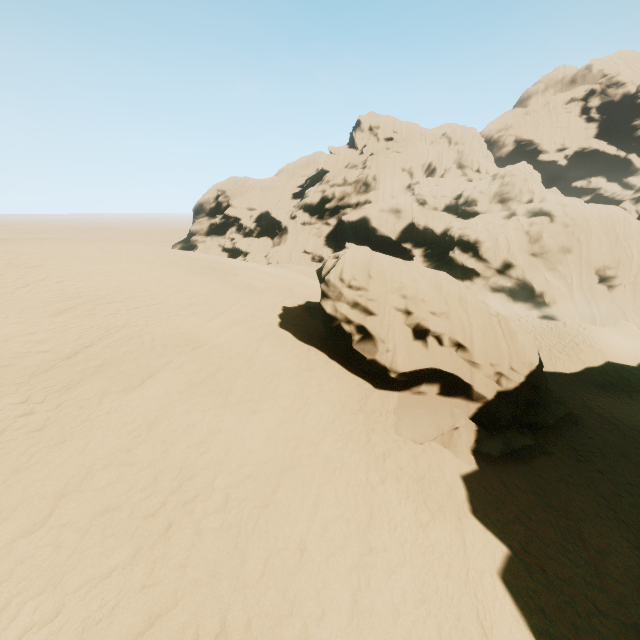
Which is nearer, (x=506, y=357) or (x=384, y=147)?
(x=506, y=357)
